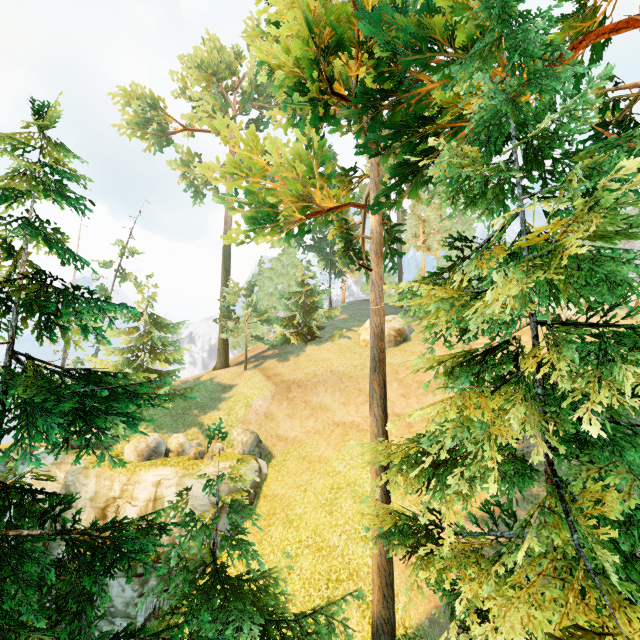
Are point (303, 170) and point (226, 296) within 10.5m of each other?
no

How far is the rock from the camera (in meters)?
24.53

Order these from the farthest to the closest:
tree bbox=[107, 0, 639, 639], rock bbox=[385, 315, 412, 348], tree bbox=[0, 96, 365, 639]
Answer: rock bbox=[385, 315, 412, 348], tree bbox=[0, 96, 365, 639], tree bbox=[107, 0, 639, 639]

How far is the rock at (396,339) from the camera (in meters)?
24.53

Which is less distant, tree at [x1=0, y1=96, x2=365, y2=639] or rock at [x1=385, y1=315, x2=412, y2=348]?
tree at [x1=0, y1=96, x2=365, y2=639]

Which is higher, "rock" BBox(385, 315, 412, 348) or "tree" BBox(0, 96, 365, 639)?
"rock" BBox(385, 315, 412, 348)

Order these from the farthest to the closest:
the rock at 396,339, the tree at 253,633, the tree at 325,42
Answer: the rock at 396,339, the tree at 253,633, the tree at 325,42
